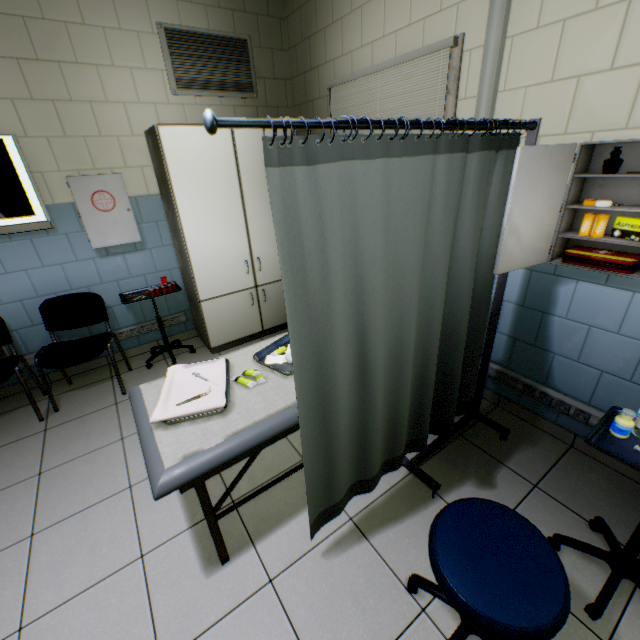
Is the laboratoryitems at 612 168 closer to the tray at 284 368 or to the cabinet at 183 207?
the tray at 284 368

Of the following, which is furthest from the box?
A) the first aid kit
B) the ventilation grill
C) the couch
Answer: the ventilation grill

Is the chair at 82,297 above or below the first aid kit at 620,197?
below

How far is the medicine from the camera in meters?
1.2

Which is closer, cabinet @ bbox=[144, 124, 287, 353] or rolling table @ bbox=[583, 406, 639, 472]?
rolling table @ bbox=[583, 406, 639, 472]

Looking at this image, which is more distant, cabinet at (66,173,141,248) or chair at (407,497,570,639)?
cabinet at (66,173,141,248)

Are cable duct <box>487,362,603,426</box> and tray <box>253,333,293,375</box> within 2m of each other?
yes

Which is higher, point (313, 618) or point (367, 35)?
point (367, 35)
